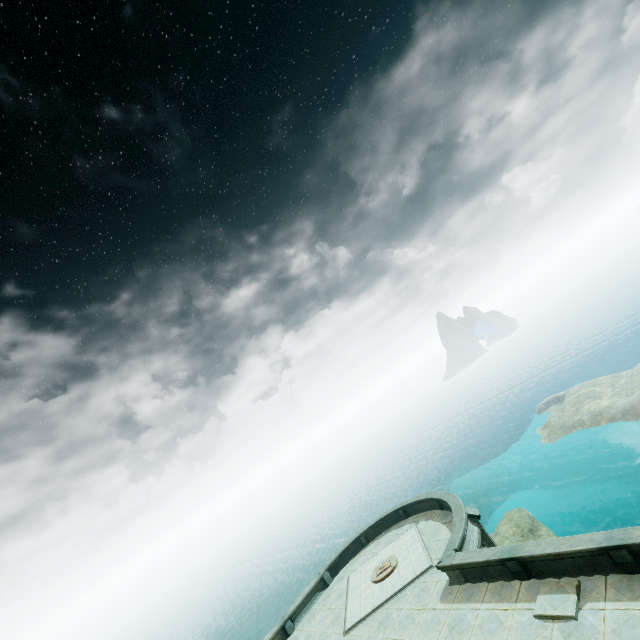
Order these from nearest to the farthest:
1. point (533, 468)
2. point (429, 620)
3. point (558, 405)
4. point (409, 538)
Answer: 1. point (429, 620)
2. point (409, 538)
3. point (533, 468)
4. point (558, 405)

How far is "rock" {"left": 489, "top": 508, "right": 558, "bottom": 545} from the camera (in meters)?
25.23

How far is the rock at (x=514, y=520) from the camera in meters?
25.2 m
